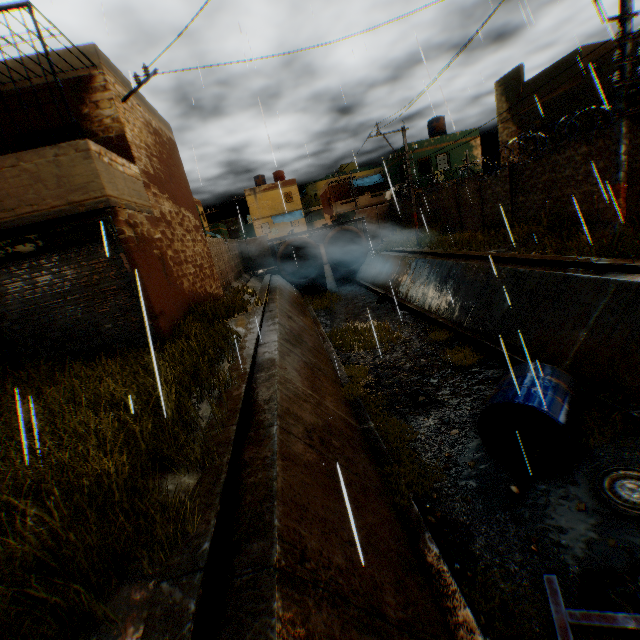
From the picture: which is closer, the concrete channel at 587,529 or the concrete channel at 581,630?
the concrete channel at 587,529

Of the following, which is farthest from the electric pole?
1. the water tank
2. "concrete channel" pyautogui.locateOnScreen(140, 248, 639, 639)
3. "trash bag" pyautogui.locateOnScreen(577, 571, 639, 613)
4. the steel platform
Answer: the steel platform

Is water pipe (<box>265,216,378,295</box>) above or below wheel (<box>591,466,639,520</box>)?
above

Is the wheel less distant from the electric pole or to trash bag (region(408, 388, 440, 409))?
trash bag (region(408, 388, 440, 409))

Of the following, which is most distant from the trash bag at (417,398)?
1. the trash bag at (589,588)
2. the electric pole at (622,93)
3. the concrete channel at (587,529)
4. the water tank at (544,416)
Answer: the electric pole at (622,93)

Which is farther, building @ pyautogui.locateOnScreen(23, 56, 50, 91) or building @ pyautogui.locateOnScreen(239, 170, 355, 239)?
building @ pyautogui.locateOnScreen(239, 170, 355, 239)

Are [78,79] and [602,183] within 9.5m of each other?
no

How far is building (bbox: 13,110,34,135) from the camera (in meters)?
8.31
